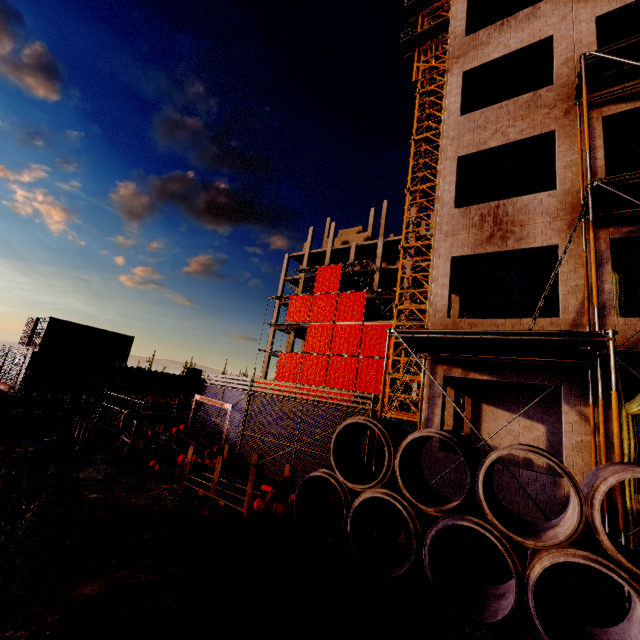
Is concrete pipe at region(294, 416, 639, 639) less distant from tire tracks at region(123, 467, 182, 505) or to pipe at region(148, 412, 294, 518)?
pipe at region(148, 412, 294, 518)

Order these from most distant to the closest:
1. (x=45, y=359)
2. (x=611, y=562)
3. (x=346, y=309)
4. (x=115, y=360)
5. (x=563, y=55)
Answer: (x=346, y=309)
(x=115, y=360)
(x=45, y=359)
(x=563, y=55)
(x=611, y=562)

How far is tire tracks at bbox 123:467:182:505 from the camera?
6.6m

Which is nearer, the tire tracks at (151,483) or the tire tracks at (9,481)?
the tire tracks at (9,481)

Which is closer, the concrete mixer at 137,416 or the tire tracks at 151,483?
the tire tracks at 151,483

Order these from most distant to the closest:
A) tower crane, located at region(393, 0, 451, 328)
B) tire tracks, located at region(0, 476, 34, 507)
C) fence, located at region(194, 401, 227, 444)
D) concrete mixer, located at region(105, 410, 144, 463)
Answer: tower crane, located at region(393, 0, 451, 328), fence, located at region(194, 401, 227, 444), concrete mixer, located at region(105, 410, 144, 463), tire tracks, located at region(0, 476, 34, 507)

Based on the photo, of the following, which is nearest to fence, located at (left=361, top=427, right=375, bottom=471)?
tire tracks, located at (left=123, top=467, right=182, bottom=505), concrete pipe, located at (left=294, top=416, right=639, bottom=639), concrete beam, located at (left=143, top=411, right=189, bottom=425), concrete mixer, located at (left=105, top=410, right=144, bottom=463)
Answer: concrete pipe, located at (left=294, top=416, right=639, bottom=639)

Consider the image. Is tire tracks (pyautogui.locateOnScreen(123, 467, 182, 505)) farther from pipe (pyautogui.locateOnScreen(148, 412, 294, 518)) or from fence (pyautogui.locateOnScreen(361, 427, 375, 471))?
fence (pyautogui.locateOnScreen(361, 427, 375, 471))
